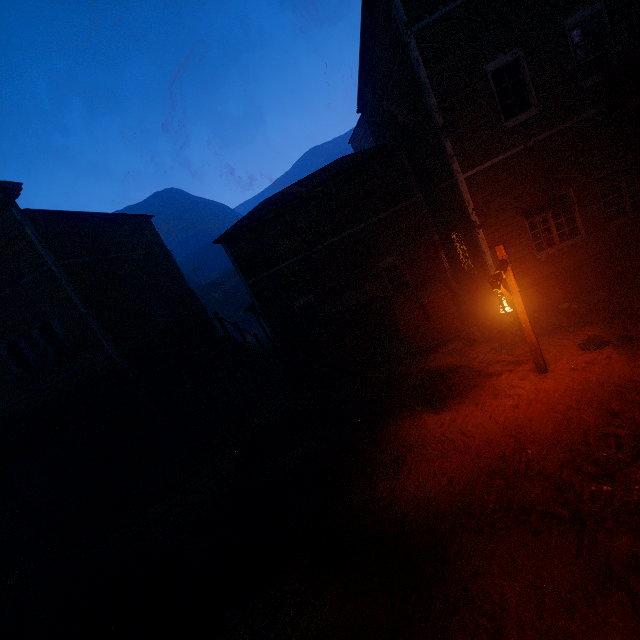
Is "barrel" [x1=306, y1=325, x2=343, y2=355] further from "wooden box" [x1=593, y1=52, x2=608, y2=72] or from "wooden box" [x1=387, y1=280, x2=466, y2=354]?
"wooden box" [x1=593, y1=52, x2=608, y2=72]

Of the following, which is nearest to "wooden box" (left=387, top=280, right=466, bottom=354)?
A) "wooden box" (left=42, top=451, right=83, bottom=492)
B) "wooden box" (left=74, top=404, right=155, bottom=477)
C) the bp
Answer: "wooden box" (left=74, top=404, right=155, bottom=477)

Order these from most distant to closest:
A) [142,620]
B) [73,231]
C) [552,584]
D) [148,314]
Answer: [148,314]
[73,231]
[142,620]
[552,584]

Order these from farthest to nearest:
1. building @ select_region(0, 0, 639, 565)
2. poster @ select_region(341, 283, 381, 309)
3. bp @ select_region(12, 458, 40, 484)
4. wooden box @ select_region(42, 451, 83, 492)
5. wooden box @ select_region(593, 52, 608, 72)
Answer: bp @ select_region(12, 458, 40, 484) → poster @ select_region(341, 283, 381, 309) → wooden box @ select_region(42, 451, 83, 492) → wooden box @ select_region(593, 52, 608, 72) → building @ select_region(0, 0, 639, 565)

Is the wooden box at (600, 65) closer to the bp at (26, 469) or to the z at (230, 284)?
the z at (230, 284)

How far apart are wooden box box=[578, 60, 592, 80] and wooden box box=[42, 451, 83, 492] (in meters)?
24.33

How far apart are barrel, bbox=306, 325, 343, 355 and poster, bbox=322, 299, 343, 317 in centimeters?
91cm

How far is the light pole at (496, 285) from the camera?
6.23m
